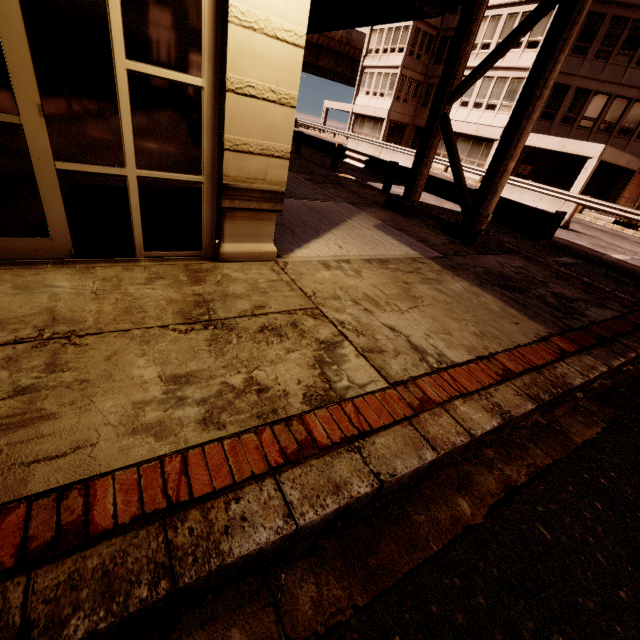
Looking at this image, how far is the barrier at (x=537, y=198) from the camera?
13.1 meters

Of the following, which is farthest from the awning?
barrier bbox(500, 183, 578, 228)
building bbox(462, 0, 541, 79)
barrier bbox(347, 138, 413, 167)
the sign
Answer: building bbox(462, 0, 541, 79)

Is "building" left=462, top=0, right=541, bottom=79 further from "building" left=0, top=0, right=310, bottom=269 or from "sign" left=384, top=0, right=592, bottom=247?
"building" left=0, top=0, right=310, bottom=269

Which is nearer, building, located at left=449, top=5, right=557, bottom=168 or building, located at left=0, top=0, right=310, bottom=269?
building, located at left=0, top=0, right=310, bottom=269

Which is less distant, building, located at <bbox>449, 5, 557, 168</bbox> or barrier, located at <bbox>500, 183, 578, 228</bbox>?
barrier, located at <bbox>500, 183, 578, 228</bbox>

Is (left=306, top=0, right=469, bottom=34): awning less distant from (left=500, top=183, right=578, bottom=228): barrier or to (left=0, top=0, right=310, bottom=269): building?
(left=0, top=0, right=310, bottom=269): building

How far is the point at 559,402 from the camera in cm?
334

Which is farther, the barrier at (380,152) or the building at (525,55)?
the building at (525,55)
